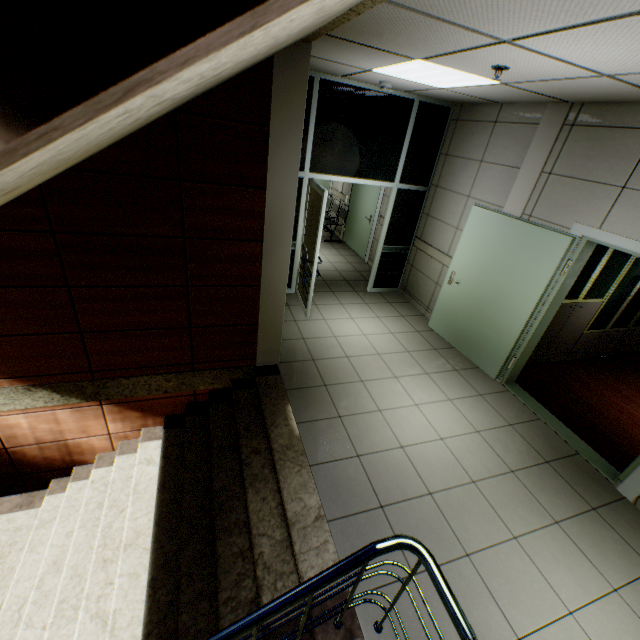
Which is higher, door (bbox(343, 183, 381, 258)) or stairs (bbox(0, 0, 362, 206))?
stairs (bbox(0, 0, 362, 206))

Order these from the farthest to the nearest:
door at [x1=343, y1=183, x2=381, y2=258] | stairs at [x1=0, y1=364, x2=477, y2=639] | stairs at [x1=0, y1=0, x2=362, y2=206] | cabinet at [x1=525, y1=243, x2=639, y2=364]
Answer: door at [x1=343, y1=183, x2=381, y2=258] < cabinet at [x1=525, y1=243, x2=639, y2=364] < stairs at [x1=0, y1=364, x2=477, y2=639] < stairs at [x1=0, y1=0, x2=362, y2=206]

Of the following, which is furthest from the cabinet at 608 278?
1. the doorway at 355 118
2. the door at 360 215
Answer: the door at 360 215

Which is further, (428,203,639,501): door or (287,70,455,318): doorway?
(287,70,455,318): doorway

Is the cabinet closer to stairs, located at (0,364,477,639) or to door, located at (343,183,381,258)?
stairs, located at (0,364,477,639)

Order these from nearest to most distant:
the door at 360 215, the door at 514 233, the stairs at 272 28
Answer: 1. the stairs at 272 28
2. the door at 514 233
3. the door at 360 215

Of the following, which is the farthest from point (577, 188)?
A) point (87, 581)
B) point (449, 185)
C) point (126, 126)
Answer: point (87, 581)

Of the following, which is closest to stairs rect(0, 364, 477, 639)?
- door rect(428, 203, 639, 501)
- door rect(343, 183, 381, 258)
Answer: door rect(428, 203, 639, 501)
